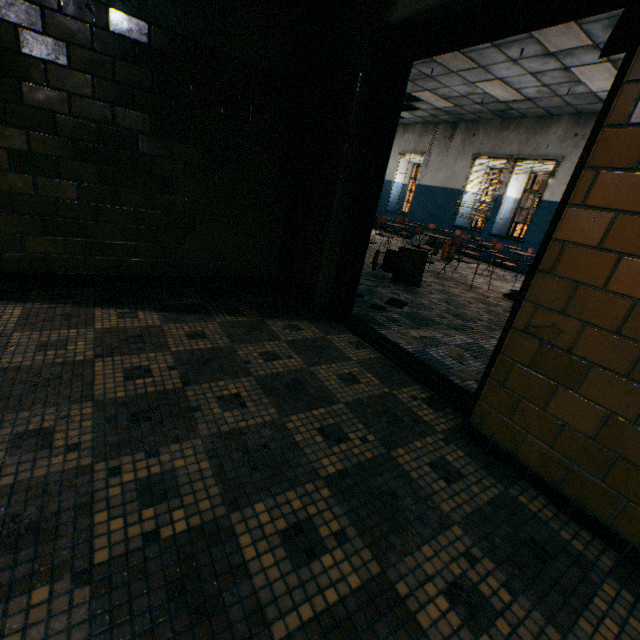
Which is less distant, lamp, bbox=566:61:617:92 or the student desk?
the student desk

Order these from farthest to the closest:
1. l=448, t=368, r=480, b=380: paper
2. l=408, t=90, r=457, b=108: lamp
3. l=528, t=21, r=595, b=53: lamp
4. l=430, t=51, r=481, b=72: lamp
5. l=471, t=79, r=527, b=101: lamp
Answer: l=408, t=90, r=457, b=108: lamp, l=471, t=79, r=527, b=101: lamp, l=430, t=51, r=481, b=72: lamp, l=528, t=21, r=595, b=53: lamp, l=448, t=368, r=480, b=380: paper

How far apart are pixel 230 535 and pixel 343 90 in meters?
3.0

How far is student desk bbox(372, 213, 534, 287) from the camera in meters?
4.9

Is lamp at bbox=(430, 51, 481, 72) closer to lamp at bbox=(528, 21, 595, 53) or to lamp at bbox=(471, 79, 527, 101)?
lamp at bbox=(471, 79, 527, 101)

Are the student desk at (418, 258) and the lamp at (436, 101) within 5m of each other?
yes

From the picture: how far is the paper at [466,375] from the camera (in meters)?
2.47

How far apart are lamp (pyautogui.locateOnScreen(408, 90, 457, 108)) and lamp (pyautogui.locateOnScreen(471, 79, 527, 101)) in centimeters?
132cm
